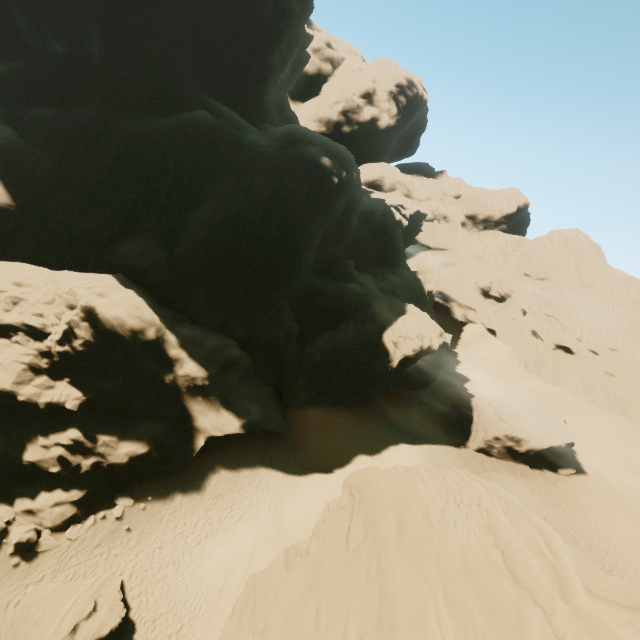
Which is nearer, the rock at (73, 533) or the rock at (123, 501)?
the rock at (73, 533)

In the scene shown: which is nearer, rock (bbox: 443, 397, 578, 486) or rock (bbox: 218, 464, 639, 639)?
rock (bbox: 218, 464, 639, 639)

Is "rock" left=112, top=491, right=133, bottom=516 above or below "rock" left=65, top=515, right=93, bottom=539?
above

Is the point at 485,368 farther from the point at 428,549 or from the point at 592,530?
the point at 428,549

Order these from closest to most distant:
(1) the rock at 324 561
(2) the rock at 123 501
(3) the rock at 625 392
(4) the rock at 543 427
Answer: (1) the rock at 324 561 < (2) the rock at 123 501 < (4) the rock at 543 427 < (3) the rock at 625 392

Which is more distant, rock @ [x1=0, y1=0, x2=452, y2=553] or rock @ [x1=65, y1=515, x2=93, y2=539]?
rock @ [x1=0, y1=0, x2=452, y2=553]

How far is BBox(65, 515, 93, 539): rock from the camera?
18.0 meters

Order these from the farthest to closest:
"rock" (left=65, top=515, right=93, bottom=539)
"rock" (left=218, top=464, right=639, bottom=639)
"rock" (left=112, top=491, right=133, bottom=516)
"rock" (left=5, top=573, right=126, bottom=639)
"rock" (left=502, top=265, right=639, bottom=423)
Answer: "rock" (left=502, top=265, right=639, bottom=423), "rock" (left=112, top=491, right=133, bottom=516), "rock" (left=65, top=515, right=93, bottom=539), "rock" (left=5, top=573, right=126, bottom=639), "rock" (left=218, top=464, right=639, bottom=639)
